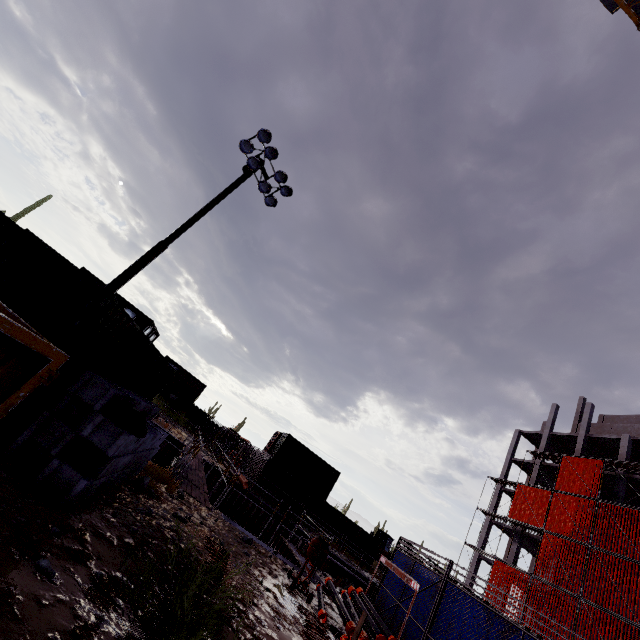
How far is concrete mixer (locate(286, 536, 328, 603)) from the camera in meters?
8.2

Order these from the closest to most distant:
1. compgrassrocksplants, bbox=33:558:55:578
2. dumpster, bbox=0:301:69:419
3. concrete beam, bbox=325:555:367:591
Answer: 1. dumpster, bbox=0:301:69:419
2. compgrassrocksplants, bbox=33:558:55:578
3. concrete beam, bbox=325:555:367:591

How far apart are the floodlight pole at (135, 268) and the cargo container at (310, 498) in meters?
21.2 m

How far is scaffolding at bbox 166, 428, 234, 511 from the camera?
10.2 meters

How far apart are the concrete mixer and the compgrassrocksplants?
6.54m

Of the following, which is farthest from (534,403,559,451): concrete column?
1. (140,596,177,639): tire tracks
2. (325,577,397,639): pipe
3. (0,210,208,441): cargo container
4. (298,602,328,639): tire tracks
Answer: (0,210,208,441): cargo container

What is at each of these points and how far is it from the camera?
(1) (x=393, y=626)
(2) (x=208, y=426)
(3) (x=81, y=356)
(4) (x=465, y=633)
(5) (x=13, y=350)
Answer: (1) fence, 8.5m
(2) fence, 41.4m
(3) cargo container, 5.4m
(4) fence, 6.5m
(5) dumpster, 2.8m

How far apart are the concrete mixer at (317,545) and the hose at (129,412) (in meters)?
5.80
